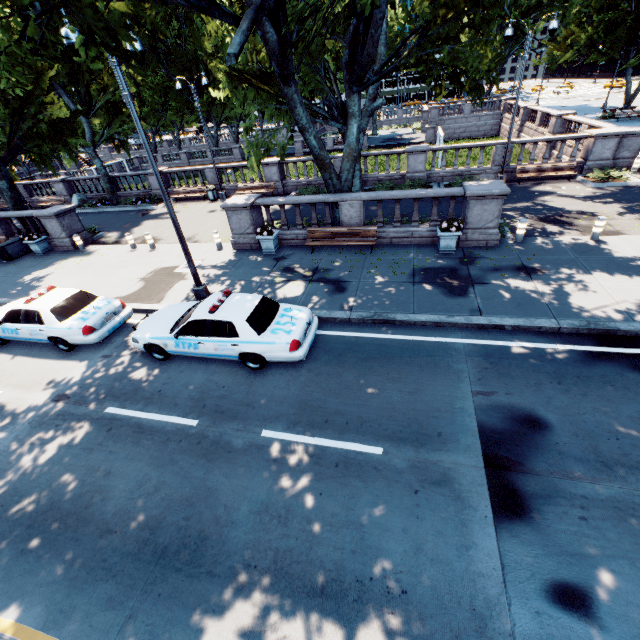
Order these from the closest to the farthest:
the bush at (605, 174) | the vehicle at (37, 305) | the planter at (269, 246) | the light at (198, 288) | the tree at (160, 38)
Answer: the tree at (160, 38)
the light at (198, 288)
the vehicle at (37, 305)
the planter at (269, 246)
the bush at (605, 174)

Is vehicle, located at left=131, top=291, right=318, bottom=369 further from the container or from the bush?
the bush

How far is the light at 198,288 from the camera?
7.71m

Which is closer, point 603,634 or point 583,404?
point 603,634

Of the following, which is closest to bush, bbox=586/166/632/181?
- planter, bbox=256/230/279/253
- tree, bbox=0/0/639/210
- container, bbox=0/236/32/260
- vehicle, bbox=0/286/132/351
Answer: tree, bbox=0/0/639/210

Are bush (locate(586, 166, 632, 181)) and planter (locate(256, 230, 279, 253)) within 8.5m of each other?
no

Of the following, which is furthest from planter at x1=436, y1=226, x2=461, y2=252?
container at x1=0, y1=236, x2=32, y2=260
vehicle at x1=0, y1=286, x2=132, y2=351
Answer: container at x1=0, y1=236, x2=32, y2=260

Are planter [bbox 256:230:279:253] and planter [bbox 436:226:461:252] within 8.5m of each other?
yes
